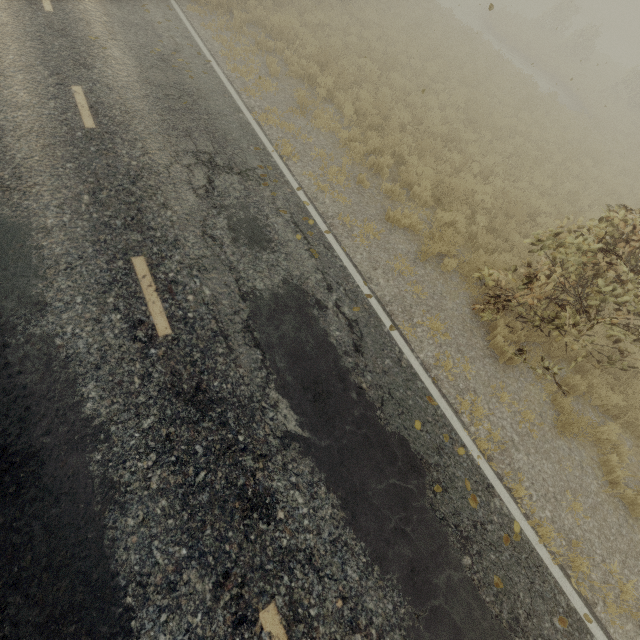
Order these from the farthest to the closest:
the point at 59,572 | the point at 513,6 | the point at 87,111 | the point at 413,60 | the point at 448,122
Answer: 1. the point at 513,6
2. the point at 413,60
3. the point at 448,122
4. the point at 87,111
5. the point at 59,572
